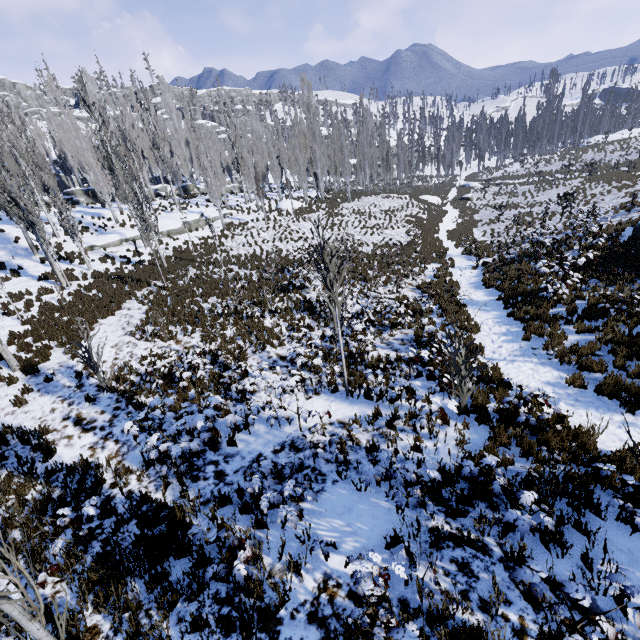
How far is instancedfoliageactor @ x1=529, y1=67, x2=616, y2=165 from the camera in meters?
49.6

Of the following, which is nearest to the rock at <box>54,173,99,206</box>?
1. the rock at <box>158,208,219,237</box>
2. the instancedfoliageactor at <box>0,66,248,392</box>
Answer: the instancedfoliageactor at <box>0,66,248,392</box>

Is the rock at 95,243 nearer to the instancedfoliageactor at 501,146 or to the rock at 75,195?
the instancedfoliageactor at 501,146

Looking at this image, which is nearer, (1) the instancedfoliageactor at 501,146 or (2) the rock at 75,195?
(2) the rock at 75,195

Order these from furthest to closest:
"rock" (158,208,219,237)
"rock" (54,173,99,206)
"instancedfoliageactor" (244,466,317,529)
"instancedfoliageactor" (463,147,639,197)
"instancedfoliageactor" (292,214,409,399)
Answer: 1. "rock" (54,173,99,206)
2. "instancedfoliageactor" (463,147,639,197)
3. "rock" (158,208,219,237)
4. "instancedfoliageactor" (292,214,409,399)
5. "instancedfoliageactor" (244,466,317,529)

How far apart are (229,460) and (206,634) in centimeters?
325cm
